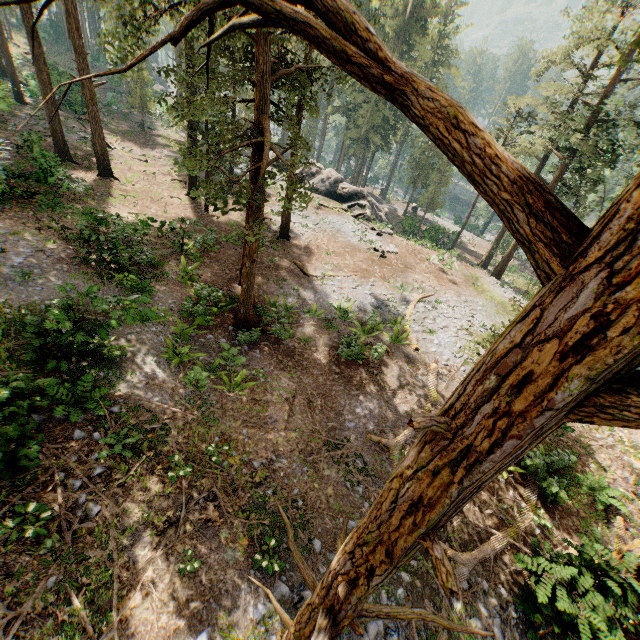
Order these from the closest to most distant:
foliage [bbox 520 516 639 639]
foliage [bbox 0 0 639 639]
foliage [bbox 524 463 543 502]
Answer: foliage [bbox 0 0 639 639] < foliage [bbox 520 516 639 639] < foliage [bbox 524 463 543 502]

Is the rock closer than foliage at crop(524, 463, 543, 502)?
No

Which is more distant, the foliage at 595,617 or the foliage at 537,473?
the foliage at 537,473

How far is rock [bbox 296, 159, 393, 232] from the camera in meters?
34.3

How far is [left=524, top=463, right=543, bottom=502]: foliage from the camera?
12.0 meters

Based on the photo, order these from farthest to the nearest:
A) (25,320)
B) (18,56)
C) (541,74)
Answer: (18,56), (541,74), (25,320)
